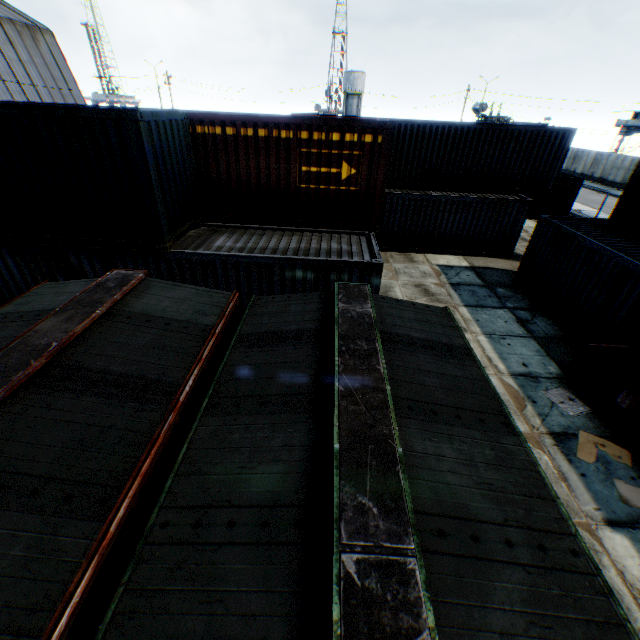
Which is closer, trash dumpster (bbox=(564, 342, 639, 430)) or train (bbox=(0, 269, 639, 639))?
train (bbox=(0, 269, 639, 639))

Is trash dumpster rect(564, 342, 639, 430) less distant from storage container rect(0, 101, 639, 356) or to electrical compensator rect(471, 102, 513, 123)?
storage container rect(0, 101, 639, 356)

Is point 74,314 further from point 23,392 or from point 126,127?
point 126,127

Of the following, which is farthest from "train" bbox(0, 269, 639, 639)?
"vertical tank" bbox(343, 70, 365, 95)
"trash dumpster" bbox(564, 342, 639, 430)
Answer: "vertical tank" bbox(343, 70, 365, 95)

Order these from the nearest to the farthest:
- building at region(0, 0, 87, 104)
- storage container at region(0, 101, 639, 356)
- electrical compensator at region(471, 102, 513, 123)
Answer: storage container at region(0, 101, 639, 356)
building at region(0, 0, 87, 104)
electrical compensator at region(471, 102, 513, 123)

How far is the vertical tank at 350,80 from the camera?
58.03m

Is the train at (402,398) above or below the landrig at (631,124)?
below

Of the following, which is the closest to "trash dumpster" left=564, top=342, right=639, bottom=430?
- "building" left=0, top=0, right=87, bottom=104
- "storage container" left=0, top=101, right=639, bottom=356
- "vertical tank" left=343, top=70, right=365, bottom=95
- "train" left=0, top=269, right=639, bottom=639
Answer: "train" left=0, top=269, right=639, bottom=639
